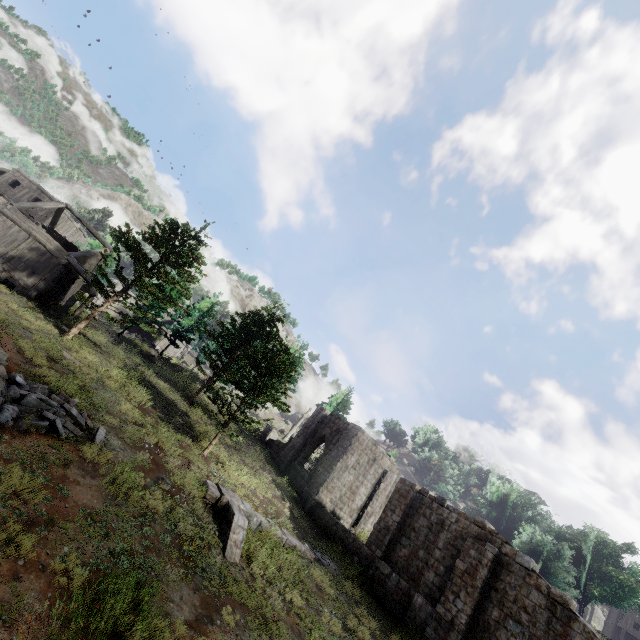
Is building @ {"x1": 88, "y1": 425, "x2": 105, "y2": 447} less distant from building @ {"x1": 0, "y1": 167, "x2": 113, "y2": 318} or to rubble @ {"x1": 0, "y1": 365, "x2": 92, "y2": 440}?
rubble @ {"x1": 0, "y1": 365, "x2": 92, "y2": 440}

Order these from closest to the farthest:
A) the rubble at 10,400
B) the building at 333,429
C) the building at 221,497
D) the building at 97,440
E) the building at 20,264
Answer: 1. the rubble at 10,400
2. the building at 97,440
3. the building at 221,497
4. the building at 333,429
5. the building at 20,264

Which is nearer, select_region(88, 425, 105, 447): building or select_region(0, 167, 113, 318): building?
select_region(88, 425, 105, 447): building

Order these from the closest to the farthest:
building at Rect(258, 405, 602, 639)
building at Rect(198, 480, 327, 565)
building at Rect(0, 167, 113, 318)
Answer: building at Rect(198, 480, 327, 565) → building at Rect(258, 405, 602, 639) → building at Rect(0, 167, 113, 318)

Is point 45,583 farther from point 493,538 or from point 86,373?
point 493,538

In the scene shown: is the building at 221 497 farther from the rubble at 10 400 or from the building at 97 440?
the rubble at 10 400

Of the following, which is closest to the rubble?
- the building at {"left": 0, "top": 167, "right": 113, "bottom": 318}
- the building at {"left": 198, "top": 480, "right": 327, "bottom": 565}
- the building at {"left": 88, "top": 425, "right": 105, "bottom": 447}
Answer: the building at {"left": 88, "top": 425, "right": 105, "bottom": 447}

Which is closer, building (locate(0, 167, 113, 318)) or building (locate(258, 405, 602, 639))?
building (locate(258, 405, 602, 639))
